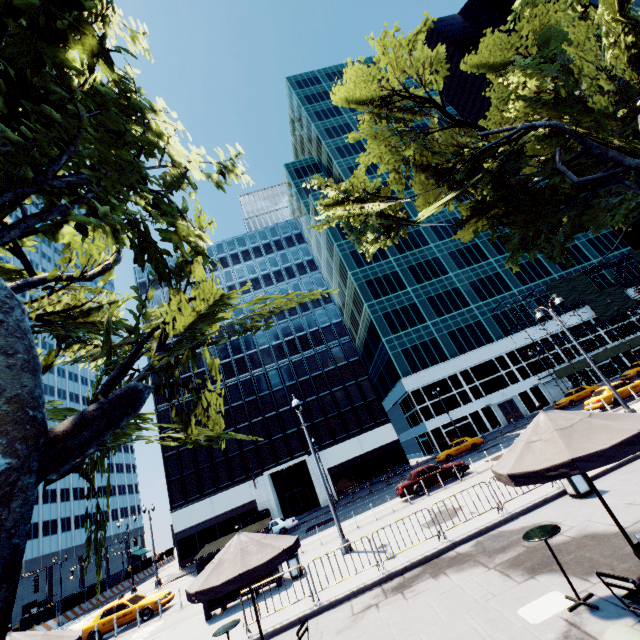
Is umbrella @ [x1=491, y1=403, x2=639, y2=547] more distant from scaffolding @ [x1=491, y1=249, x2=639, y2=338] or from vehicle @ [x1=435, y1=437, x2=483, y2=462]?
scaffolding @ [x1=491, y1=249, x2=639, y2=338]

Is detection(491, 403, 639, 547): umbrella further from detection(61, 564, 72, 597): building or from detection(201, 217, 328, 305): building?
detection(61, 564, 72, 597): building

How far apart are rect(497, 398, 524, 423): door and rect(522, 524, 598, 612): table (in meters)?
44.70

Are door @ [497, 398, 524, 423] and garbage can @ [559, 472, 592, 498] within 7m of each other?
no

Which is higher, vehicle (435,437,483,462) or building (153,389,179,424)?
building (153,389,179,424)

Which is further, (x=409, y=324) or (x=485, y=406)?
(x=409, y=324)

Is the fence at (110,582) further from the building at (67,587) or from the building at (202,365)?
the building at (67,587)

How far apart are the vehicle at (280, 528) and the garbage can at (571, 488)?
26.57m
